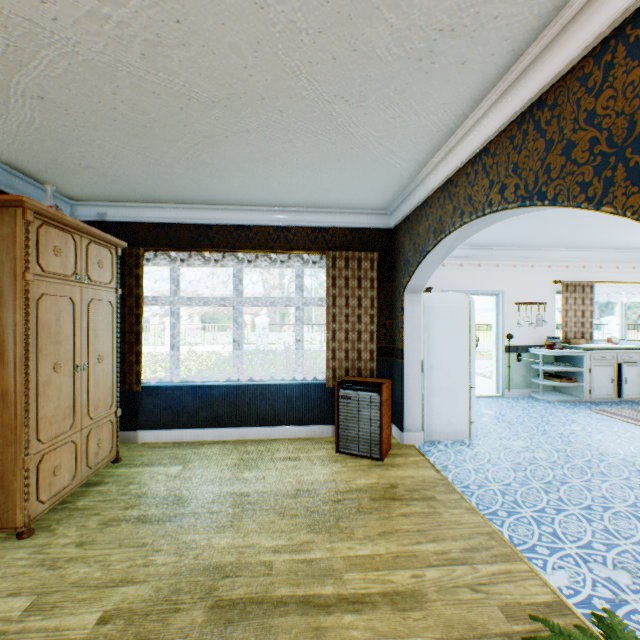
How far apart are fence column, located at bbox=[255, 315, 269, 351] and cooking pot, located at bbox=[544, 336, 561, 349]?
15.9 meters

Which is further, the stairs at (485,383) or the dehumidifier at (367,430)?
the stairs at (485,383)

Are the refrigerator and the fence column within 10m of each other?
no

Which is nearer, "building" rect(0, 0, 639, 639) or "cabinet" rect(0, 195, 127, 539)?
"building" rect(0, 0, 639, 639)

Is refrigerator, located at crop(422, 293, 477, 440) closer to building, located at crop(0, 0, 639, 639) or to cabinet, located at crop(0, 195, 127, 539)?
building, located at crop(0, 0, 639, 639)

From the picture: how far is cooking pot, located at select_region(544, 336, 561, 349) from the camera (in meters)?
6.43

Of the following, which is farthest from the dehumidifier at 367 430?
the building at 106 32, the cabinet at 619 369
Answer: the cabinet at 619 369

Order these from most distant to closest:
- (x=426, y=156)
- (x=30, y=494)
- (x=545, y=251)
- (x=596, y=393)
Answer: (x=545, y=251)
(x=596, y=393)
(x=426, y=156)
(x=30, y=494)
